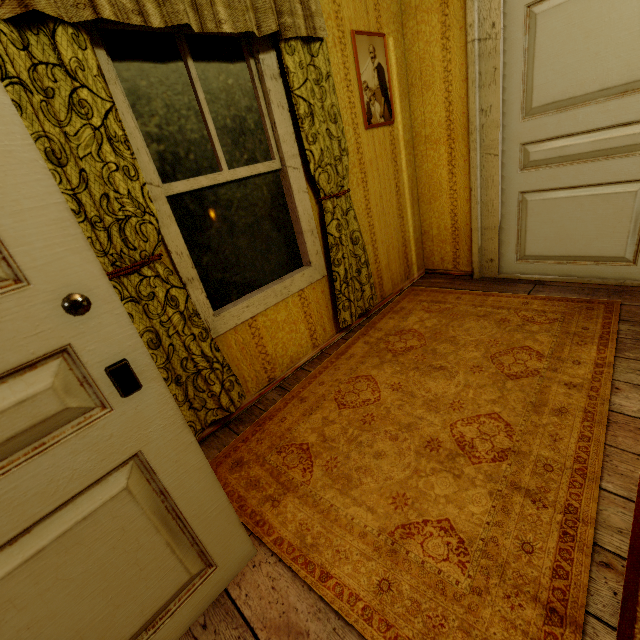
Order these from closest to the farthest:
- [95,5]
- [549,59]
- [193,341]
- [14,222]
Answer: [14,222] < [95,5] < [193,341] < [549,59]

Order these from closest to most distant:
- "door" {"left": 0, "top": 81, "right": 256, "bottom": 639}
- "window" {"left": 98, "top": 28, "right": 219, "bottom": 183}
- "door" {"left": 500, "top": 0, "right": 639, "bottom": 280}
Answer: "door" {"left": 0, "top": 81, "right": 256, "bottom": 639} → "window" {"left": 98, "top": 28, "right": 219, "bottom": 183} → "door" {"left": 500, "top": 0, "right": 639, "bottom": 280}

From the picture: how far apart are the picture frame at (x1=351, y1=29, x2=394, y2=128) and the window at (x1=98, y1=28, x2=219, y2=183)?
0.9m

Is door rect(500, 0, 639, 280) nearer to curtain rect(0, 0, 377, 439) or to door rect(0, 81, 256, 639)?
curtain rect(0, 0, 377, 439)

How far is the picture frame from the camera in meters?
2.4 m

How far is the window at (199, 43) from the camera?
1.8 meters

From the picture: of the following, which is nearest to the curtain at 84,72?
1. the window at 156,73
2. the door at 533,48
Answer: the window at 156,73

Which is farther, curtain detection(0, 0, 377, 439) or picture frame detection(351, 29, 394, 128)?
picture frame detection(351, 29, 394, 128)
